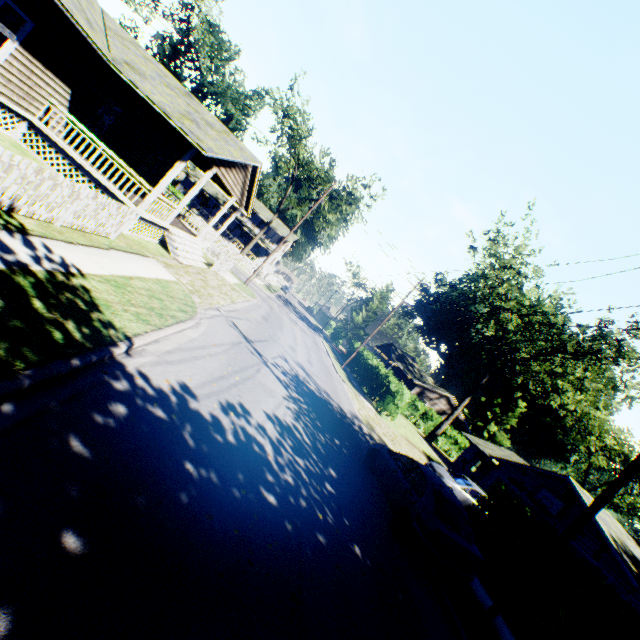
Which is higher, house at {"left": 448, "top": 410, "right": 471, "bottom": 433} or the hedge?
house at {"left": 448, "top": 410, "right": 471, "bottom": 433}

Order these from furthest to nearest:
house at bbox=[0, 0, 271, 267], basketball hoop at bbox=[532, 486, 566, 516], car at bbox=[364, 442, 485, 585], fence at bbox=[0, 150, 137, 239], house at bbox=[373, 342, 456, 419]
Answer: house at bbox=[373, 342, 456, 419] < basketball hoop at bbox=[532, 486, 566, 516] < house at bbox=[0, 0, 271, 267] < car at bbox=[364, 442, 485, 585] < fence at bbox=[0, 150, 137, 239]

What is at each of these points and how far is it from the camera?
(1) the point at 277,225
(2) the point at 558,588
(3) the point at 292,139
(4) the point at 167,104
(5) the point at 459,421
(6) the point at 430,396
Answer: (1) house, 58.8m
(2) hedge, 8.9m
(3) tree, 44.4m
(4) house, 12.6m
(5) house, 48.6m
(6) house, 47.9m

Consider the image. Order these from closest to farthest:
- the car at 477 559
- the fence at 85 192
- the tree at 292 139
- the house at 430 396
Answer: the fence at 85 192, the car at 477 559, the tree at 292 139, the house at 430 396

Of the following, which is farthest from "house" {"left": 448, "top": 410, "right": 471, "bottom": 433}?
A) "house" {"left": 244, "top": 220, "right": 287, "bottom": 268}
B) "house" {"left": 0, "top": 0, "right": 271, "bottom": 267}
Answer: "house" {"left": 0, "top": 0, "right": 271, "bottom": 267}

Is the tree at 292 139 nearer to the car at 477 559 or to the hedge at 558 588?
the car at 477 559

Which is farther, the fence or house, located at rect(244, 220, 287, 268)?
house, located at rect(244, 220, 287, 268)

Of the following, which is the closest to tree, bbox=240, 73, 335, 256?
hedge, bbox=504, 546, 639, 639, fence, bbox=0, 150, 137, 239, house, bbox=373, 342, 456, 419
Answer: house, bbox=373, 342, 456, 419
